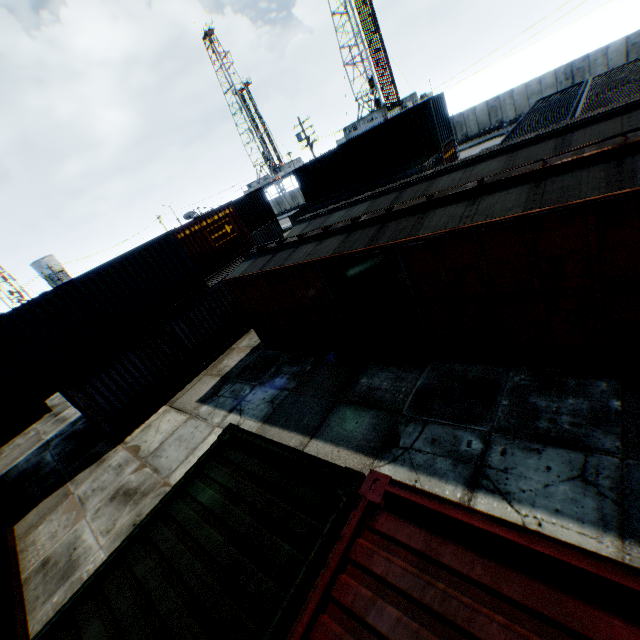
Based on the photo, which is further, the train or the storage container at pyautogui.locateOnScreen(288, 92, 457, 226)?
the storage container at pyautogui.locateOnScreen(288, 92, 457, 226)

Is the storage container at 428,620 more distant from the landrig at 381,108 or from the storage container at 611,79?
Result: the landrig at 381,108

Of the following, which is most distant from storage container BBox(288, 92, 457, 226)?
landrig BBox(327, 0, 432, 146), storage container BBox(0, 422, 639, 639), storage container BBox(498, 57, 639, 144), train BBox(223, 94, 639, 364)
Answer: landrig BBox(327, 0, 432, 146)

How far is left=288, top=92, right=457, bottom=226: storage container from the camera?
19.70m

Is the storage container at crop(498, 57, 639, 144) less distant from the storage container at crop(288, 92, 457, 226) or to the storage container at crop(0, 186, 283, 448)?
the storage container at crop(288, 92, 457, 226)

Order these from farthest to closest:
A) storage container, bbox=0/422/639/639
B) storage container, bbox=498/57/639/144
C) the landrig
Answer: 1. the landrig
2. storage container, bbox=498/57/639/144
3. storage container, bbox=0/422/639/639

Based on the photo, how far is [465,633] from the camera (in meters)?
2.09

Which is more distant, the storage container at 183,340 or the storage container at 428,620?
the storage container at 183,340
